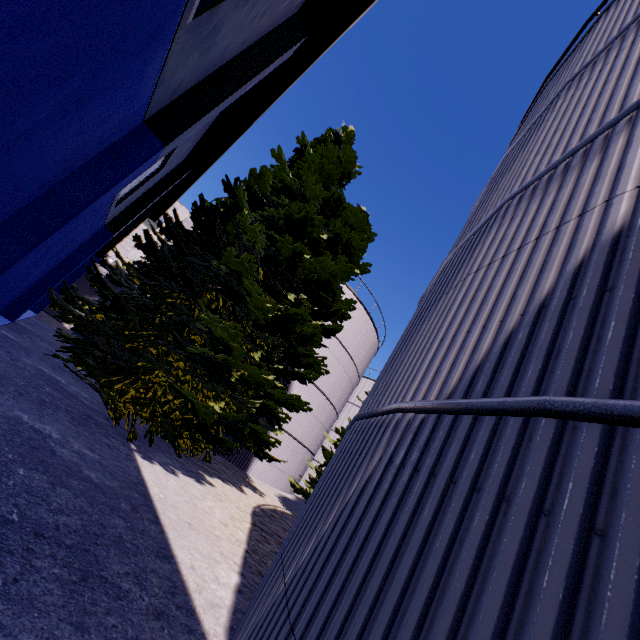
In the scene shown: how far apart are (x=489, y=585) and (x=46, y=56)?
4.53m

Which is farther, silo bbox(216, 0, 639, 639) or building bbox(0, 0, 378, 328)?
building bbox(0, 0, 378, 328)

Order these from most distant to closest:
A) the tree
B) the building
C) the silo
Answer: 1. the tree
2. the building
3. the silo

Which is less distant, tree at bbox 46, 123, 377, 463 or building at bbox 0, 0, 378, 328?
building at bbox 0, 0, 378, 328

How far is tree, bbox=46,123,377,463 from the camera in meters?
8.2

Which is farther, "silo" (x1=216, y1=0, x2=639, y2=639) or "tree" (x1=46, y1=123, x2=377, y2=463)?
"tree" (x1=46, y1=123, x2=377, y2=463)

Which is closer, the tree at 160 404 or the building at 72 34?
→ the building at 72 34

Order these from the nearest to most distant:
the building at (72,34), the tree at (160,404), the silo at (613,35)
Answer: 1. the silo at (613,35)
2. the building at (72,34)
3. the tree at (160,404)
